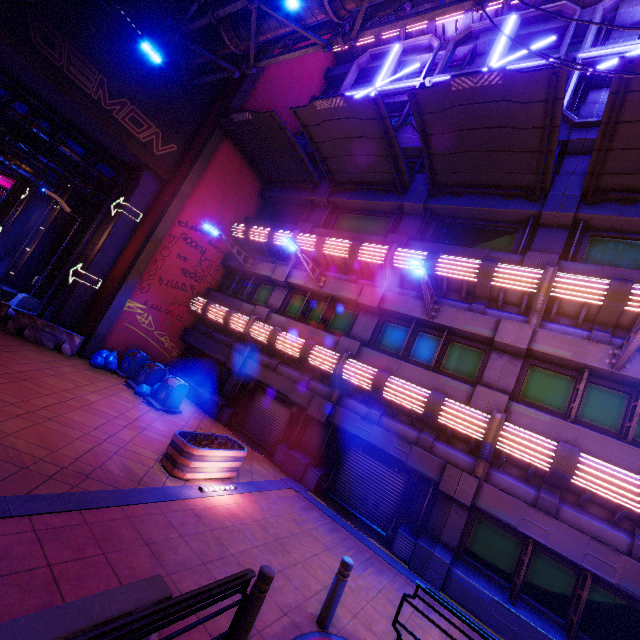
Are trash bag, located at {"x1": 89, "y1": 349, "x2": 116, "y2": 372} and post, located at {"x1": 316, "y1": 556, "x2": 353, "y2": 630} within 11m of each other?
no

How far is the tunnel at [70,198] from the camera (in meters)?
20.62

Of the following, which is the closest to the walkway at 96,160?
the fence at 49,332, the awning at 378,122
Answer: the fence at 49,332

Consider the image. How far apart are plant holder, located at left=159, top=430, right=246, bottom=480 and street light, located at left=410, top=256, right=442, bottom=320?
7.05m

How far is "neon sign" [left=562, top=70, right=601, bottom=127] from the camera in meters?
10.7 m

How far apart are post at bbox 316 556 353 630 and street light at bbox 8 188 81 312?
18.5 meters

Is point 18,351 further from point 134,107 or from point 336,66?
point 336,66

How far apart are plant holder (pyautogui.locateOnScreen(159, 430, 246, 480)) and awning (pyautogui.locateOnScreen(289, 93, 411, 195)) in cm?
1145
